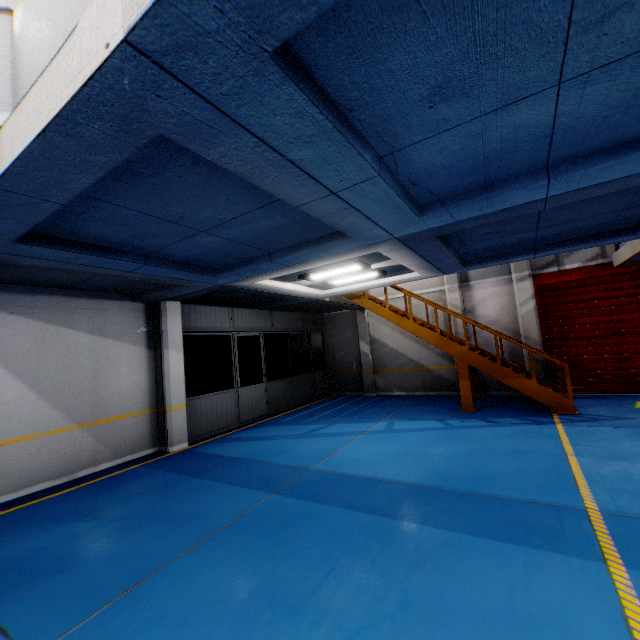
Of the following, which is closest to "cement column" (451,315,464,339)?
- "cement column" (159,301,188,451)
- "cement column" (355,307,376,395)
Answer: "cement column" (355,307,376,395)

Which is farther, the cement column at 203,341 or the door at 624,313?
the cement column at 203,341

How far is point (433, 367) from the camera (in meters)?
12.45

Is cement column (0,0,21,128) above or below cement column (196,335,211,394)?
above

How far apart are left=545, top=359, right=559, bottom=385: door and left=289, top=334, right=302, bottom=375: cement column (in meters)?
9.70

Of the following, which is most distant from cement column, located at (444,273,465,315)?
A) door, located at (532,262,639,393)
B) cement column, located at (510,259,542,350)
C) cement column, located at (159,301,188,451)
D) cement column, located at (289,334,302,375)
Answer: cement column, located at (159,301,188,451)

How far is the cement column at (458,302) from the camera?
11.8 meters

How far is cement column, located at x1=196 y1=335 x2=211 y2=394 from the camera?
13.3 meters
